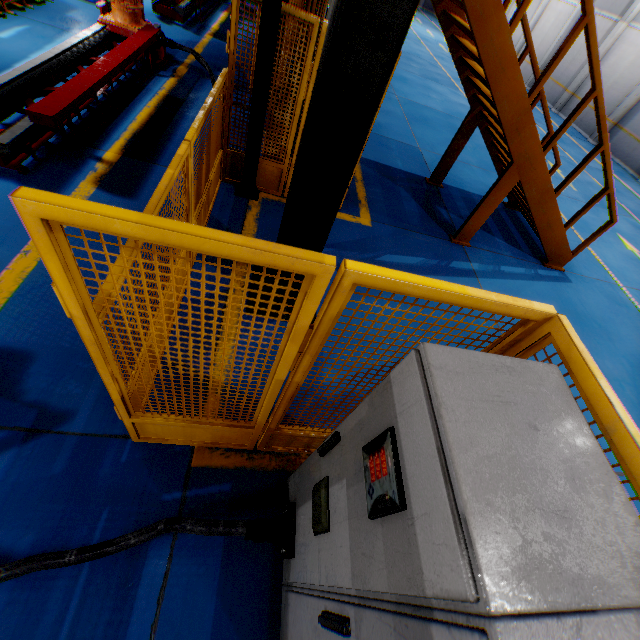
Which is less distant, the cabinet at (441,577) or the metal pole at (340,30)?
the cabinet at (441,577)

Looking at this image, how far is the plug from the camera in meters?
2.1 m

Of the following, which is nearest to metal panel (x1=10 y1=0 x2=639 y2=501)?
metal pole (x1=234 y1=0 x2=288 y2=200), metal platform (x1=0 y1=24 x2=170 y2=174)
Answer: metal pole (x1=234 y1=0 x2=288 y2=200)

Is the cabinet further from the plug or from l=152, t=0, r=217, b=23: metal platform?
l=152, t=0, r=217, b=23: metal platform

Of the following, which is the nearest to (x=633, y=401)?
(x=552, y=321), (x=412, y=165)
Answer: (x=552, y=321)

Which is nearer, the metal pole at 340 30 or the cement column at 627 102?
the metal pole at 340 30

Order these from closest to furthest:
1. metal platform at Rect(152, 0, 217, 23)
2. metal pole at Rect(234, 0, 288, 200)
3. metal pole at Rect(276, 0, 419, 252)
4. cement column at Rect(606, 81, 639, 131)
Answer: metal pole at Rect(276, 0, 419, 252) < metal pole at Rect(234, 0, 288, 200) < metal platform at Rect(152, 0, 217, 23) < cement column at Rect(606, 81, 639, 131)

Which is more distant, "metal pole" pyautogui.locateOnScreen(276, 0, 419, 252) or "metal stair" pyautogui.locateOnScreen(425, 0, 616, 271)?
"metal stair" pyautogui.locateOnScreen(425, 0, 616, 271)
